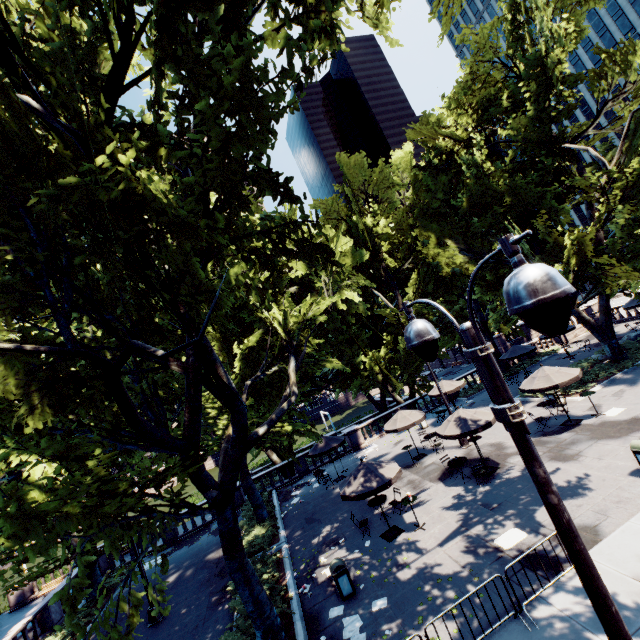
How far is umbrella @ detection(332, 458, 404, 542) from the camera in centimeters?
1214cm

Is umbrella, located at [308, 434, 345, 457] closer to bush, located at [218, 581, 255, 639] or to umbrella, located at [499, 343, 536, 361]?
bush, located at [218, 581, 255, 639]

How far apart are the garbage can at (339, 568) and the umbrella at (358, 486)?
1.90m

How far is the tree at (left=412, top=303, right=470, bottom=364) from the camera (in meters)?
26.09

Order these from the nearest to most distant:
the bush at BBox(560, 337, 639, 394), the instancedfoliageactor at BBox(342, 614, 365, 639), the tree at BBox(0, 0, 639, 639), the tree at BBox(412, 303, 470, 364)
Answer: the tree at BBox(0, 0, 639, 639)
the instancedfoliageactor at BBox(342, 614, 365, 639)
the bush at BBox(560, 337, 639, 394)
the tree at BBox(412, 303, 470, 364)

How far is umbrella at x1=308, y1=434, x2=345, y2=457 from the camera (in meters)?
20.86

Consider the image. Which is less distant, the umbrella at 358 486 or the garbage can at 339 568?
the garbage can at 339 568

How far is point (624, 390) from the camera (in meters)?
17.12
